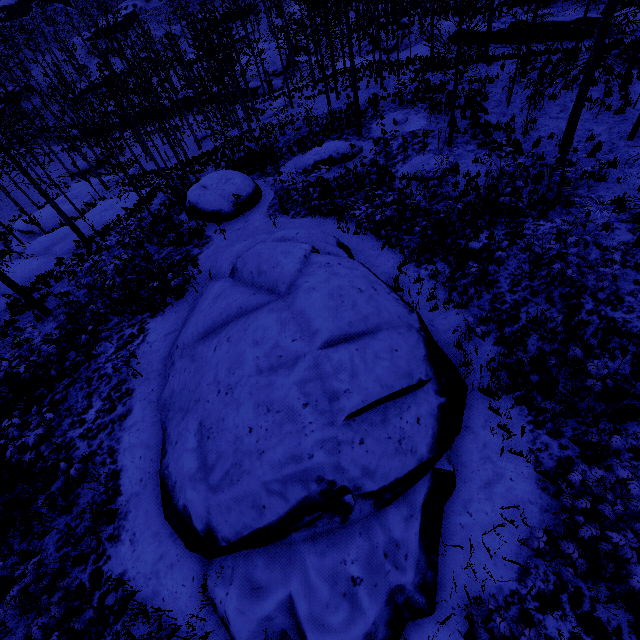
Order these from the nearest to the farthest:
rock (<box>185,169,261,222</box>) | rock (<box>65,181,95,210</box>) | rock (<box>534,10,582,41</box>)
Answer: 1. rock (<box>185,169,261,222</box>)
2. rock (<box>534,10,582,41</box>)
3. rock (<box>65,181,95,210</box>)

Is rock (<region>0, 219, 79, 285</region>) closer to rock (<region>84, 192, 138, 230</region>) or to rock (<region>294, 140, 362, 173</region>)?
rock (<region>84, 192, 138, 230</region>)

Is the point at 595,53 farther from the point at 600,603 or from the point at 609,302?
the point at 600,603

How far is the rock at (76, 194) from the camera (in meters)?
32.31

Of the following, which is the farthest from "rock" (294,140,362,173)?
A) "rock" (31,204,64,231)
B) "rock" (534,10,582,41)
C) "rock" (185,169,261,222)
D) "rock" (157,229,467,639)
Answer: "rock" (31,204,64,231)

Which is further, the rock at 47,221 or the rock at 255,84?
the rock at 255,84

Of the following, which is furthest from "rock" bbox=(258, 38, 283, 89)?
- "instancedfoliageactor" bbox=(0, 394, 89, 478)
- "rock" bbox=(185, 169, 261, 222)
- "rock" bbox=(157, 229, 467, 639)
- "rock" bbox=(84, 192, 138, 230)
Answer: "instancedfoliageactor" bbox=(0, 394, 89, 478)

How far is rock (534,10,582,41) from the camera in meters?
20.6
